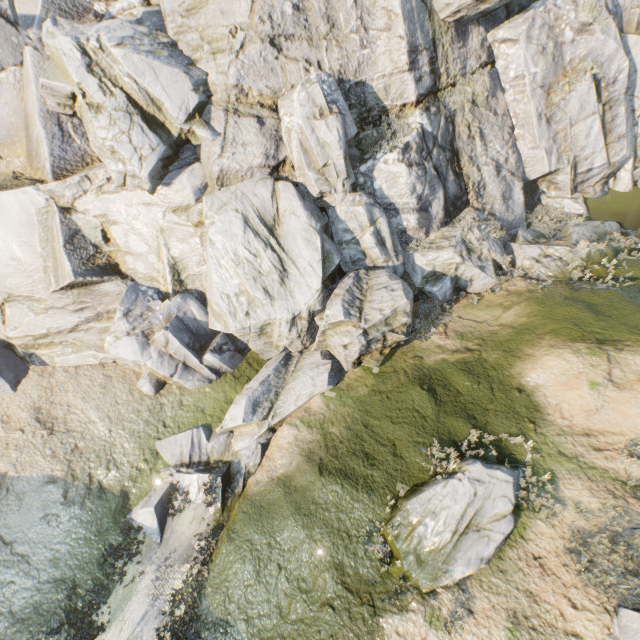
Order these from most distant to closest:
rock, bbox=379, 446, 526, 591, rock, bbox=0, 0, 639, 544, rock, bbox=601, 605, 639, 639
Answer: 1. rock, bbox=0, 0, 639, 544
2. rock, bbox=379, 446, 526, 591
3. rock, bbox=601, 605, 639, 639

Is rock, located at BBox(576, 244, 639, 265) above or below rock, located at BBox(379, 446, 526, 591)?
above

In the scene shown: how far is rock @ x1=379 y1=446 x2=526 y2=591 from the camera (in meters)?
7.92

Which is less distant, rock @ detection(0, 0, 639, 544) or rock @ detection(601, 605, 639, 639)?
rock @ detection(601, 605, 639, 639)

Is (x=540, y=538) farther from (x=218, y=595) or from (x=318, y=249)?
(x=318, y=249)

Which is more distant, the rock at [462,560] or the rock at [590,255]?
the rock at [590,255]
